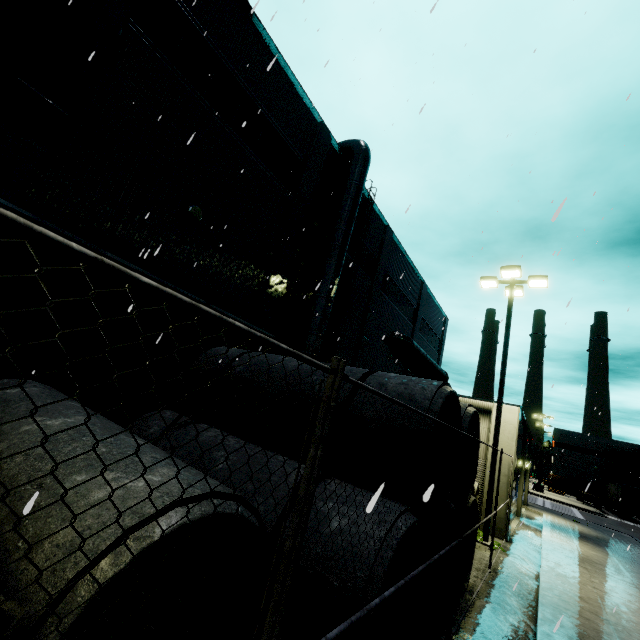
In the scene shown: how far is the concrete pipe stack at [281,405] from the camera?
5.51m

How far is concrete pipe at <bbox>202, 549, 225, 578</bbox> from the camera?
3.3m

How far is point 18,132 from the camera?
6.52m

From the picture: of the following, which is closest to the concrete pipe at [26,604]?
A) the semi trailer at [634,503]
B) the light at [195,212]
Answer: the light at [195,212]

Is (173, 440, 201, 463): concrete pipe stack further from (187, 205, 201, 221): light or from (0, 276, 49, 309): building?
(187, 205, 201, 221): light

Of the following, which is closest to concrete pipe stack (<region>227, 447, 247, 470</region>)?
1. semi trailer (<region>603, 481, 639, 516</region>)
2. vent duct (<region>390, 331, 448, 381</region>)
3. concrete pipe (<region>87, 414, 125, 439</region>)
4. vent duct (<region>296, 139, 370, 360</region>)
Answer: concrete pipe (<region>87, 414, 125, 439</region>)

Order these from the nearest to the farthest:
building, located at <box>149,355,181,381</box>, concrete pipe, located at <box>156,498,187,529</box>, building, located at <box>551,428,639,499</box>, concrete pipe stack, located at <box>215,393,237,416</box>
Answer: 1. concrete pipe, located at <box>156,498,187,529</box>
2. concrete pipe stack, located at <box>215,393,237,416</box>
3. building, located at <box>149,355,181,381</box>
4. building, located at <box>551,428,639,499</box>

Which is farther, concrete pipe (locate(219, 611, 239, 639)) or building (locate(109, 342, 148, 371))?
building (locate(109, 342, 148, 371))
